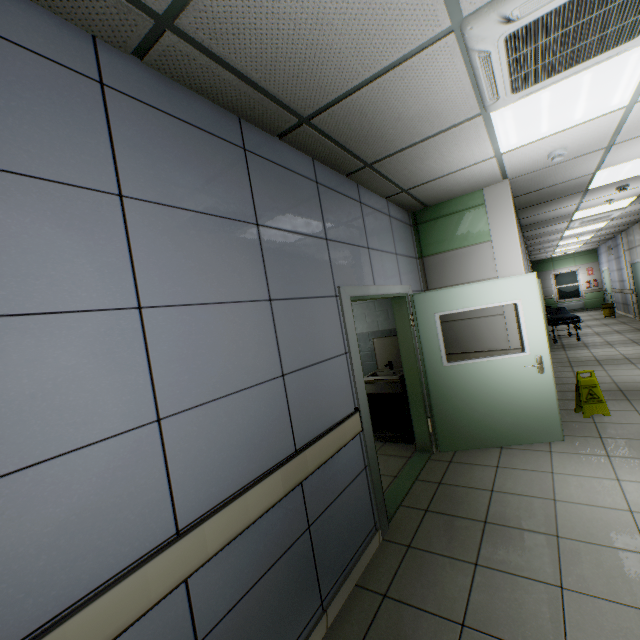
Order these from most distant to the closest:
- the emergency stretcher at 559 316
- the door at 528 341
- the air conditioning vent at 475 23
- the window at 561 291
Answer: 1. the window at 561 291
2. the emergency stretcher at 559 316
3. the door at 528 341
4. the air conditioning vent at 475 23

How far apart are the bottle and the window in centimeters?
1857cm

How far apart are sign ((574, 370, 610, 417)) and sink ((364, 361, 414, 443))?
2.1m

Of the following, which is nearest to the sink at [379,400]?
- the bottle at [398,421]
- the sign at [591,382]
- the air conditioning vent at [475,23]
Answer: the bottle at [398,421]

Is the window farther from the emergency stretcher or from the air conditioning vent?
the air conditioning vent

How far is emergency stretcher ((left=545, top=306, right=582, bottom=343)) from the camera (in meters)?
9.41

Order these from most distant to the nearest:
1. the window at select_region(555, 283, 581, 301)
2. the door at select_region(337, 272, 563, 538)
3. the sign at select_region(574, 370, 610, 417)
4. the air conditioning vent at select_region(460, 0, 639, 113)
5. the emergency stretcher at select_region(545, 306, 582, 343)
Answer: the window at select_region(555, 283, 581, 301), the emergency stretcher at select_region(545, 306, 582, 343), the sign at select_region(574, 370, 610, 417), the door at select_region(337, 272, 563, 538), the air conditioning vent at select_region(460, 0, 639, 113)

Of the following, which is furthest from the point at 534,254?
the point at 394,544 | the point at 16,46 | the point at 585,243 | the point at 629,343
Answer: the point at 16,46
